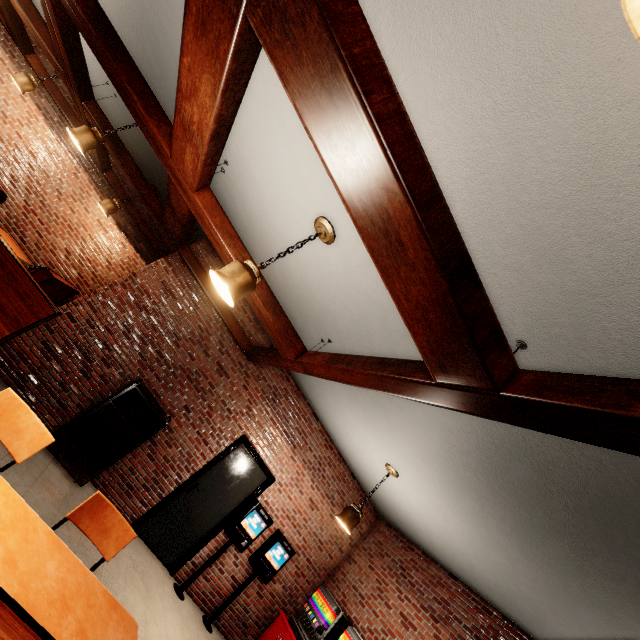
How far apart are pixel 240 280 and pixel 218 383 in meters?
3.9
